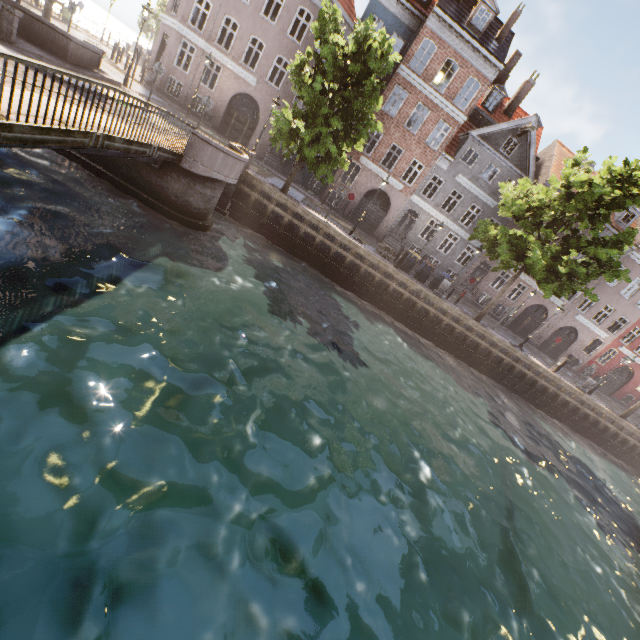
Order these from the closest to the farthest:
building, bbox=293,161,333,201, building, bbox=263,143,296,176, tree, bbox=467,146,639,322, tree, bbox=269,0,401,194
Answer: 1. tree, bbox=269,0,401,194
2. tree, bbox=467,146,639,322
3. building, bbox=263,143,296,176
4. building, bbox=293,161,333,201

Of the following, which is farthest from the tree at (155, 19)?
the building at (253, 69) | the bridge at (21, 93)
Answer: the building at (253, 69)

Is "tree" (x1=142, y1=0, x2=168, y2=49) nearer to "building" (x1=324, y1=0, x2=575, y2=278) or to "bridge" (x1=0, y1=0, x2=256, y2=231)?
"bridge" (x1=0, y1=0, x2=256, y2=231)

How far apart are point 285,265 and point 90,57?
11.95m

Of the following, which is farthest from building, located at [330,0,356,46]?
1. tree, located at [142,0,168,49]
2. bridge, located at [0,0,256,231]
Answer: bridge, located at [0,0,256,231]

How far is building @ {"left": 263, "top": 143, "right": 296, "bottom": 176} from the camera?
25.4 meters

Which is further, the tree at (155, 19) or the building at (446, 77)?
the tree at (155, 19)
